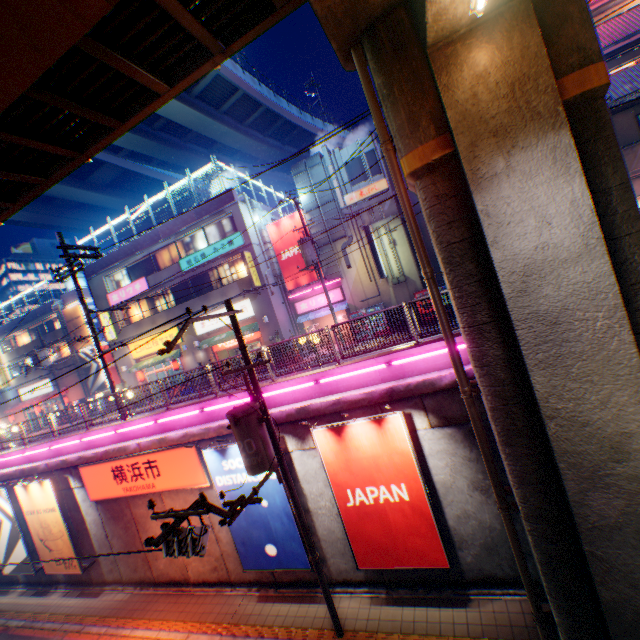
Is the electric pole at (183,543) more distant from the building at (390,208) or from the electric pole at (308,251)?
the building at (390,208)

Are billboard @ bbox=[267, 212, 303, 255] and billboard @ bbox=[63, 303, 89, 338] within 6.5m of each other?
no

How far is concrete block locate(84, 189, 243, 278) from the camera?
22.4 meters

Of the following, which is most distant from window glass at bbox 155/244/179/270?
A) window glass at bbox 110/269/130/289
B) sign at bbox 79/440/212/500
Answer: sign at bbox 79/440/212/500

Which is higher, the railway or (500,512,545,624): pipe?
(500,512,545,624): pipe

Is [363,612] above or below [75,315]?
below

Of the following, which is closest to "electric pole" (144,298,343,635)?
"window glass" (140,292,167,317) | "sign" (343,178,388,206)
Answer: "sign" (343,178,388,206)

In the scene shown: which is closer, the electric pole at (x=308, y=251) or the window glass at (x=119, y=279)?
the electric pole at (x=308, y=251)
